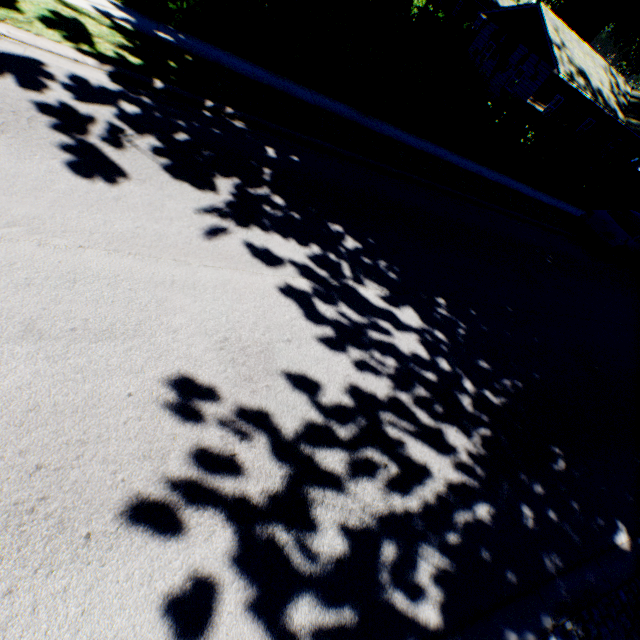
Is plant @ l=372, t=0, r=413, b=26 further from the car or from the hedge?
the car

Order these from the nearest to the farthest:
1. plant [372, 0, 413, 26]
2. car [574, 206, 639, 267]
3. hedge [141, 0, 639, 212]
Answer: hedge [141, 0, 639, 212] < car [574, 206, 639, 267] < plant [372, 0, 413, 26]

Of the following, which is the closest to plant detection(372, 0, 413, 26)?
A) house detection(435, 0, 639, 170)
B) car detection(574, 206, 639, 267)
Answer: house detection(435, 0, 639, 170)

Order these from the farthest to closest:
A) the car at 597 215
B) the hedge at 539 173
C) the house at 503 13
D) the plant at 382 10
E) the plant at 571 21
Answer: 1. the plant at 571 21
2. the house at 503 13
3. the plant at 382 10
4. the car at 597 215
5. the hedge at 539 173

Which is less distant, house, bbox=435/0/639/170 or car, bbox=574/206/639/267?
car, bbox=574/206/639/267

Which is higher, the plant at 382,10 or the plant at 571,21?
the plant at 571,21

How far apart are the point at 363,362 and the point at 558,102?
42.58m
